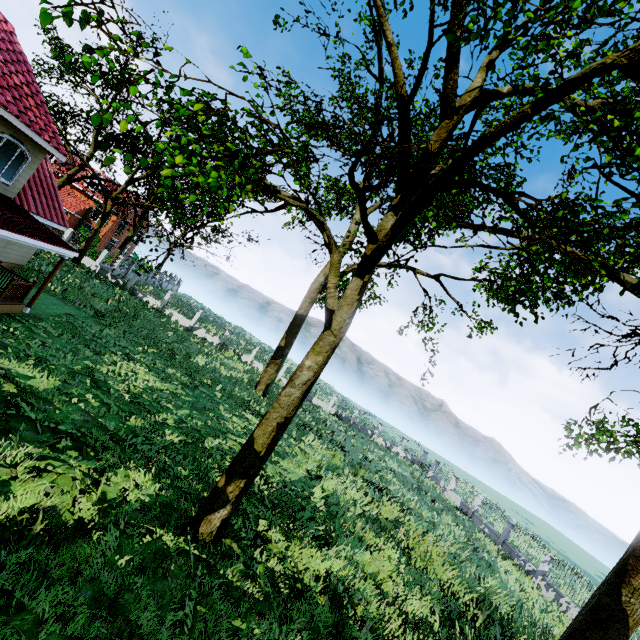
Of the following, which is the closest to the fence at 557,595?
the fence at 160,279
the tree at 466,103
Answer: the tree at 466,103

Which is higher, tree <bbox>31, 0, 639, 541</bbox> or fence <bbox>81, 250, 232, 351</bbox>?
fence <bbox>81, 250, 232, 351</bbox>

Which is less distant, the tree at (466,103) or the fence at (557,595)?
the tree at (466,103)

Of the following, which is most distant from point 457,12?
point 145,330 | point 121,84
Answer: point 145,330

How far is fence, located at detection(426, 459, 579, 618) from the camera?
18.88m

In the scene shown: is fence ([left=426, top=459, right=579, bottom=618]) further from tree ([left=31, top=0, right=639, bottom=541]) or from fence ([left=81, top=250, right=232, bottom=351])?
fence ([left=81, top=250, right=232, bottom=351])

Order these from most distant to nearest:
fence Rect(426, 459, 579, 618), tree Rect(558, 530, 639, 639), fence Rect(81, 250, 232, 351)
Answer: fence Rect(81, 250, 232, 351)
fence Rect(426, 459, 579, 618)
tree Rect(558, 530, 639, 639)

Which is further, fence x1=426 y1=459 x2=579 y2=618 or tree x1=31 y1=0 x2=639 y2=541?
fence x1=426 y1=459 x2=579 y2=618
